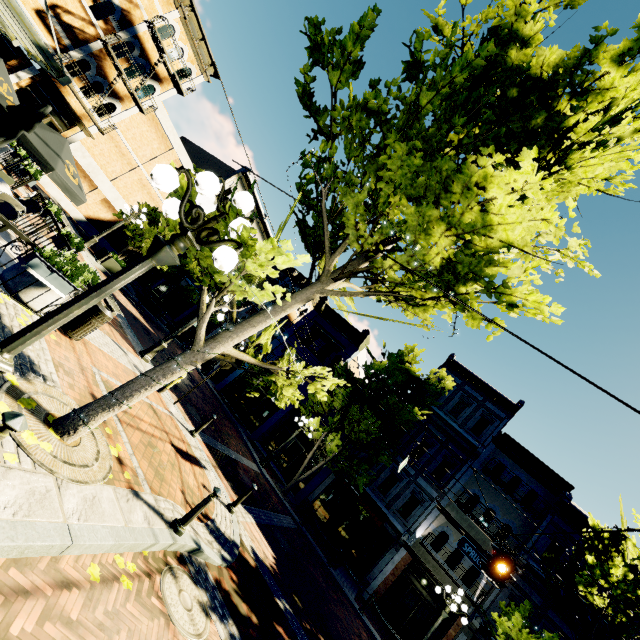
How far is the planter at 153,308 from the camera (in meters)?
20.51

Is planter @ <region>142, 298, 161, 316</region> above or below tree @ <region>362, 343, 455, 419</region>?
below

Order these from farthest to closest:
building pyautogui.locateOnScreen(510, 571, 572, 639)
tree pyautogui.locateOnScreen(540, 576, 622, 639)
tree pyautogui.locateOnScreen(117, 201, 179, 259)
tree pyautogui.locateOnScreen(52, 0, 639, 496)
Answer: building pyautogui.locateOnScreen(510, 571, 572, 639) → tree pyautogui.locateOnScreen(540, 576, 622, 639) → tree pyautogui.locateOnScreen(117, 201, 179, 259) → tree pyautogui.locateOnScreen(52, 0, 639, 496)

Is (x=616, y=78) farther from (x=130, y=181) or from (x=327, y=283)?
(x=130, y=181)

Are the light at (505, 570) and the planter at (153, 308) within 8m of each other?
no

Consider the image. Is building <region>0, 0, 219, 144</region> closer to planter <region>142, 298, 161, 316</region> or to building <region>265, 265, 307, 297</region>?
planter <region>142, 298, 161, 316</region>

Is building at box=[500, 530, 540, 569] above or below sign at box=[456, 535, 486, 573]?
above

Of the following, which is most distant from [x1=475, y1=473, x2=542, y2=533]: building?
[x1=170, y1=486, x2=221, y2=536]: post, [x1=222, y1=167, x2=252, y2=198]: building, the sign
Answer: [x1=170, y1=486, x2=221, y2=536]: post
